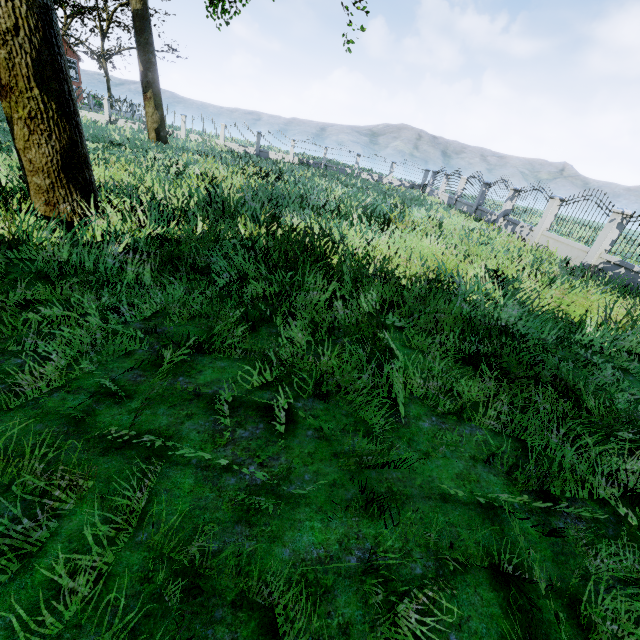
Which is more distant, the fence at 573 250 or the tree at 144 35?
the fence at 573 250

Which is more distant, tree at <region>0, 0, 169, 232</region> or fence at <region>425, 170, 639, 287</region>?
fence at <region>425, 170, 639, 287</region>

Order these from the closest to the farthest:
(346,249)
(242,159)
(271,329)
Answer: (271,329), (346,249), (242,159)
